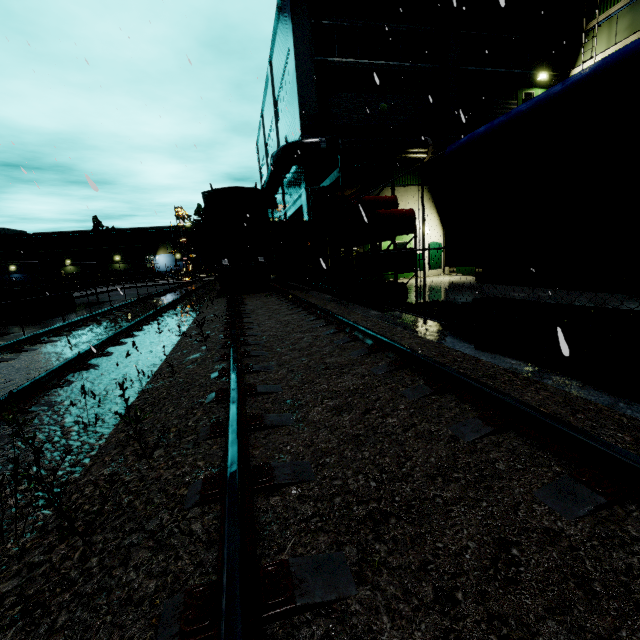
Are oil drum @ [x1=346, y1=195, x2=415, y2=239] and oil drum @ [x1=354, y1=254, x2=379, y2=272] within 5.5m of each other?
yes

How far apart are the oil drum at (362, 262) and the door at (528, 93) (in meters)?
15.38

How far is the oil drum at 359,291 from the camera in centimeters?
911cm

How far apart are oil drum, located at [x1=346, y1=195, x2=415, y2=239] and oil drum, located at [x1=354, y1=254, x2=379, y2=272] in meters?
0.4

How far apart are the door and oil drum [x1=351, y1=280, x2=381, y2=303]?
15.60m

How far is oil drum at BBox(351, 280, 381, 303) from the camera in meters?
9.1

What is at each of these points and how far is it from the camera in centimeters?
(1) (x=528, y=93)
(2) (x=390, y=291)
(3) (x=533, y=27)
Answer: (1) door, 1845cm
(2) oil drum, 919cm
(3) building, 1791cm

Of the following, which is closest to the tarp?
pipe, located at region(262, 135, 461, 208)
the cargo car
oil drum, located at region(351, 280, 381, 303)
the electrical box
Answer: pipe, located at region(262, 135, 461, 208)
